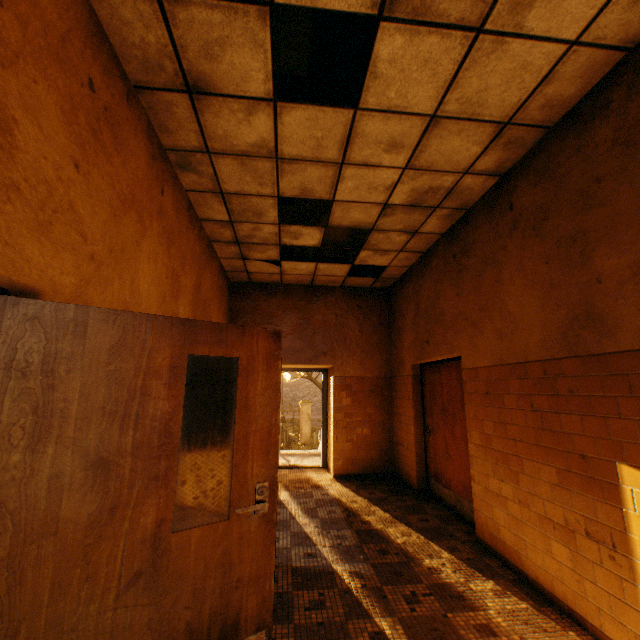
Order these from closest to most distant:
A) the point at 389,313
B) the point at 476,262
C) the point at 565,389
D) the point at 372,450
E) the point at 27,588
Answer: the point at 27,588
the point at 565,389
the point at 476,262
the point at 372,450
the point at 389,313

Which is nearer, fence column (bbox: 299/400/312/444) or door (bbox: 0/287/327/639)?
door (bbox: 0/287/327/639)

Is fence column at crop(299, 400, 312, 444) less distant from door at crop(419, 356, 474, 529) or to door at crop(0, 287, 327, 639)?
door at crop(419, 356, 474, 529)

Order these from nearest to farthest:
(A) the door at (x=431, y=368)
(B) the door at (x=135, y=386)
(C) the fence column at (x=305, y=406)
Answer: (B) the door at (x=135, y=386), (A) the door at (x=431, y=368), (C) the fence column at (x=305, y=406)

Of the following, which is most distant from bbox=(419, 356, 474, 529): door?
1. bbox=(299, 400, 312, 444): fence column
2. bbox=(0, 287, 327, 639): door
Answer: bbox=(299, 400, 312, 444): fence column

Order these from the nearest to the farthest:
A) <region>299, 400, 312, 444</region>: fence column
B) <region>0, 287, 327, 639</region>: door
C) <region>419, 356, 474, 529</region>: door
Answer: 1. <region>0, 287, 327, 639</region>: door
2. <region>419, 356, 474, 529</region>: door
3. <region>299, 400, 312, 444</region>: fence column

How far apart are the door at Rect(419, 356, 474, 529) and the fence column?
12.4 meters

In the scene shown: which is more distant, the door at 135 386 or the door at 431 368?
the door at 431 368
